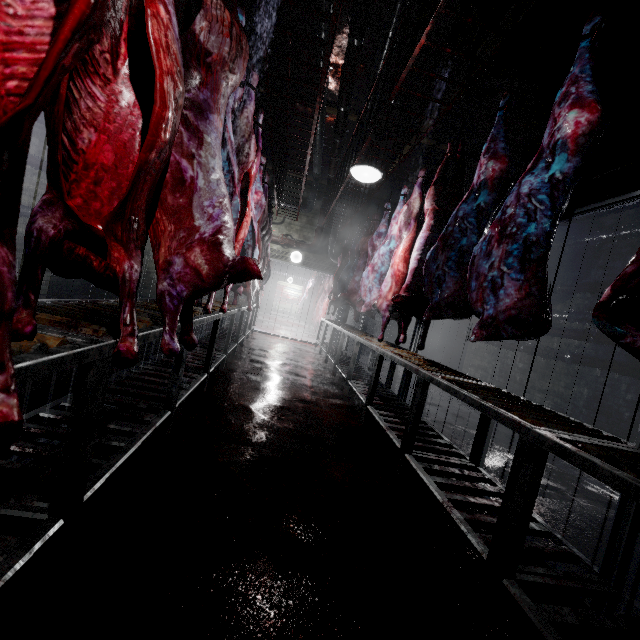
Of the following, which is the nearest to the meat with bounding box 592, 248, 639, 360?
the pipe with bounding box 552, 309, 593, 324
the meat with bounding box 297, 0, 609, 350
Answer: the meat with bounding box 297, 0, 609, 350

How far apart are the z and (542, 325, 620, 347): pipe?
4.0m

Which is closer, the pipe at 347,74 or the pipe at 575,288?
the pipe at 347,74

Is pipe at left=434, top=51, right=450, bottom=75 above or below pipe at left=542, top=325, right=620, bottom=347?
above

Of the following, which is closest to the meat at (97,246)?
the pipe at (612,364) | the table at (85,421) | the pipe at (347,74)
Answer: the table at (85,421)

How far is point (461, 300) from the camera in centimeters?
231cm

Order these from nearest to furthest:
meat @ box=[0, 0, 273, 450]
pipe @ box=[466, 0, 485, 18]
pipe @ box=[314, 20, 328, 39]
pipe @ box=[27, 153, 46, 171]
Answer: meat @ box=[0, 0, 273, 450], pipe @ box=[466, 0, 485, 18], pipe @ box=[314, 20, 328, 39], pipe @ box=[27, 153, 46, 171]

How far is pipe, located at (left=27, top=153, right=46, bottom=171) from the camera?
5.37m
